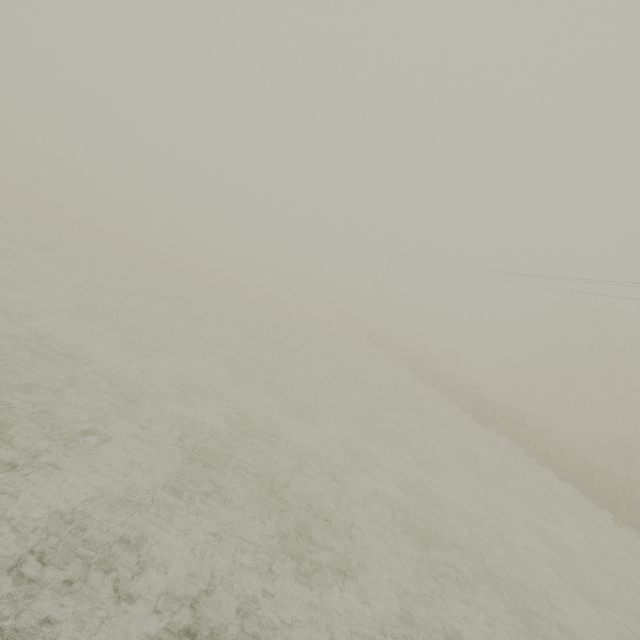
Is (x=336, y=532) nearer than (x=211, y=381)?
Yes
